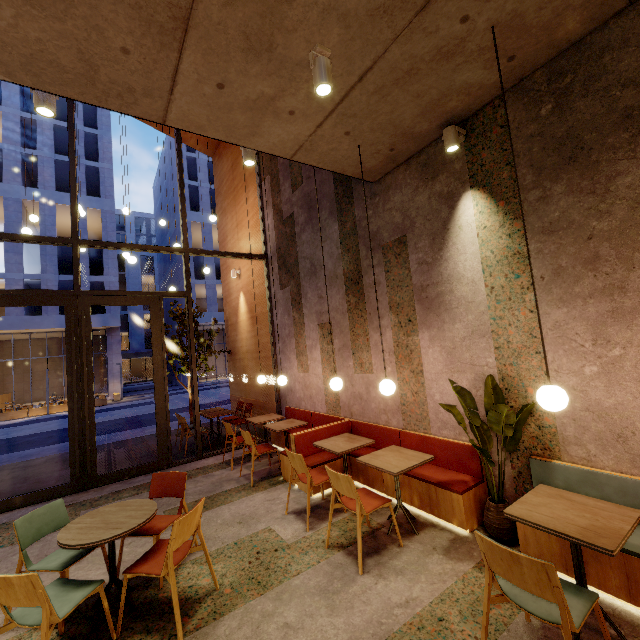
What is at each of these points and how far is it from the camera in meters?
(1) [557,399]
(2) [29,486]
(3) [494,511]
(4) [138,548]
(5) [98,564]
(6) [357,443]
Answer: (1) lamp, 2.3
(2) building, 6.3
(3) pot, 3.2
(4) building, 3.8
(5) building, 3.5
(6) table, 4.4

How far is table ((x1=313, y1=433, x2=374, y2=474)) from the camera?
4.2m

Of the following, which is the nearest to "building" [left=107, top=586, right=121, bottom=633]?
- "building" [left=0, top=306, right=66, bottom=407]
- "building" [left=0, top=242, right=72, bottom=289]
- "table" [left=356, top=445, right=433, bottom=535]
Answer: "table" [left=356, top=445, right=433, bottom=535]

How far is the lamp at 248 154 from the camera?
4.0m

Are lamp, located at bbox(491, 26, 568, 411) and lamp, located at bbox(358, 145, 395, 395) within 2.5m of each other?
yes

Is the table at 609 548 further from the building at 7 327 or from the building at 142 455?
the building at 7 327

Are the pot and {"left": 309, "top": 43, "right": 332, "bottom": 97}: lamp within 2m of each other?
no

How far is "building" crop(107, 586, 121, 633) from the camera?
2.7 meters
